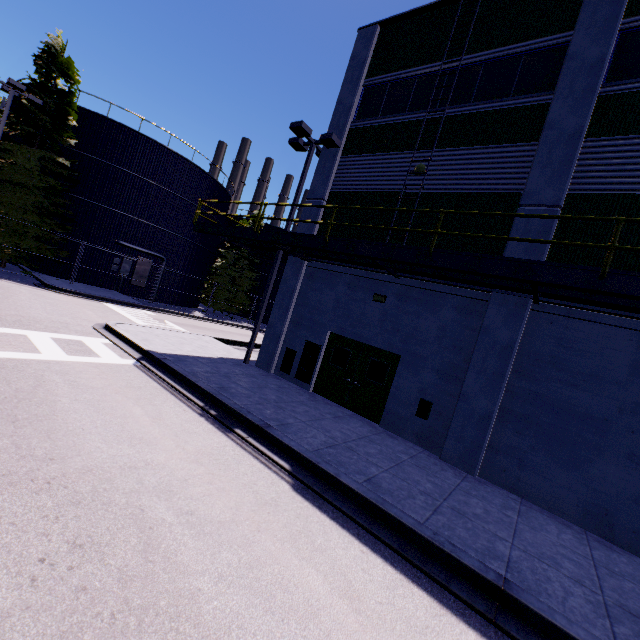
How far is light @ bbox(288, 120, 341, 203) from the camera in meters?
12.6 m

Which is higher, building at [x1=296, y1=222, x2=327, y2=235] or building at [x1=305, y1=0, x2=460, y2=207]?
building at [x1=305, y1=0, x2=460, y2=207]

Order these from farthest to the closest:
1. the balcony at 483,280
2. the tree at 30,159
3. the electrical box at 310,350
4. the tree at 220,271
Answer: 1. the tree at 220,271
2. the tree at 30,159
3. the electrical box at 310,350
4. the balcony at 483,280

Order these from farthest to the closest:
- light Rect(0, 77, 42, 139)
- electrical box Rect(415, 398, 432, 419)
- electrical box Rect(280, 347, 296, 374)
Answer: light Rect(0, 77, 42, 139)
electrical box Rect(280, 347, 296, 374)
electrical box Rect(415, 398, 432, 419)

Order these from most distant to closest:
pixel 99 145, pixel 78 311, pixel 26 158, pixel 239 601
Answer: pixel 99 145, pixel 26 158, pixel 78 311, pixel 239 601

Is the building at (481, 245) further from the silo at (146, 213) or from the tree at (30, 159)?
the tree at (30, 159)

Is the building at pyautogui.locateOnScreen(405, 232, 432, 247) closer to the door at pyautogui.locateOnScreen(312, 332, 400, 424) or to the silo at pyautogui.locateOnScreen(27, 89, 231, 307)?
the door at pyautogui.locateOnScreen(312, 332, 400, 424)

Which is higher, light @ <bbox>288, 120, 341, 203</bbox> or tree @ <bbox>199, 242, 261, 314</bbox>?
light @ <bbox>288, 120, 341, 203</bbox>
